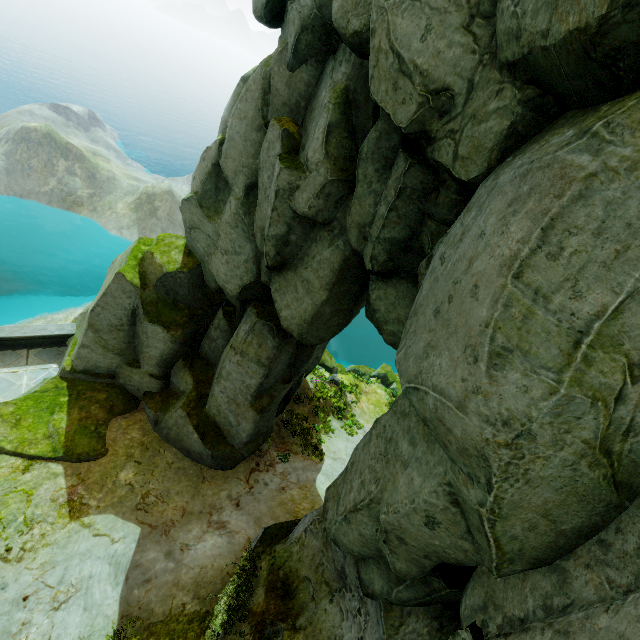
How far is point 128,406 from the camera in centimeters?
1357cm

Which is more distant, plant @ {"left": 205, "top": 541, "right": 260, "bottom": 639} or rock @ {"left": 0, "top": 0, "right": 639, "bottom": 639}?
plant @ {"left": 205, "top": 541, "right": 260, "bottom": 639}

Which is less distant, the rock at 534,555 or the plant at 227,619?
the rock at 534,555
